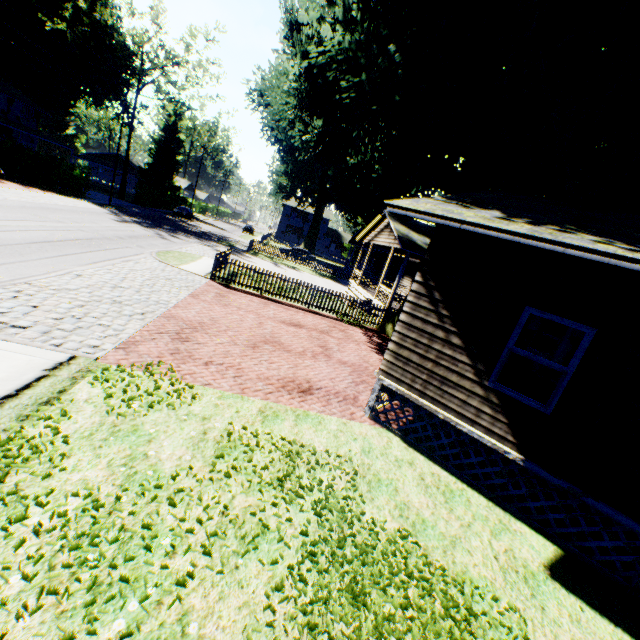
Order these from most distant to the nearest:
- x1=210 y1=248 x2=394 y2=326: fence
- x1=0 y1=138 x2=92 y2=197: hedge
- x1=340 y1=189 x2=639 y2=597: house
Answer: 1. x1=0 y1=138 x2=92 y2=197: hedge
2. x1=210 y1=248 x2=394 y2=326: fence
3. x1=340 y1=189 x2=639 y2=597: house

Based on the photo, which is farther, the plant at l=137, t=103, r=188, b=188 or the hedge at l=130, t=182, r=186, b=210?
the plant at l=137, t=103, r=188, b=188

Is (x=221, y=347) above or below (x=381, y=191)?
below

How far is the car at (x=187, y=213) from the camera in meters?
46.0 m

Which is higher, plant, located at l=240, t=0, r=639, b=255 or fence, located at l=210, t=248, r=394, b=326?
plant, located at l=240, t=0, r=639, b=255

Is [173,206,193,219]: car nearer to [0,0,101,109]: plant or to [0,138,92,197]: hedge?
[0,138,92,197]: hedge

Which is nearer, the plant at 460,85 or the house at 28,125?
the plant at 460,85

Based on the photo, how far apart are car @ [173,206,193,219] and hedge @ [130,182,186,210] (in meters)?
2.74
